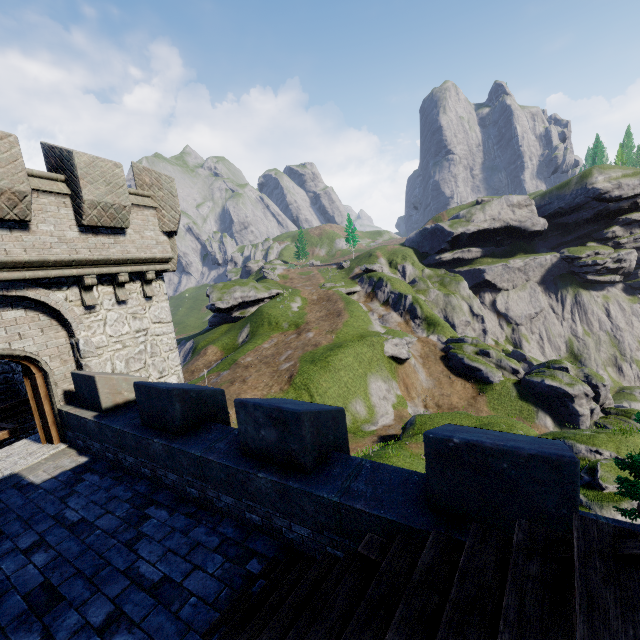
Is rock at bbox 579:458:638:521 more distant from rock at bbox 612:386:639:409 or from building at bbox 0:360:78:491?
rock at bbox 612:386:639:409

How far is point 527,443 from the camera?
3.3m

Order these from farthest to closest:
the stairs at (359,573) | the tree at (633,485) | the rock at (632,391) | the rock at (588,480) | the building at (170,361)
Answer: the rock at (632,391) → the rock at (588,480) → the tree at (633,485) → the building at (170,361) → the stairs at (359,573)

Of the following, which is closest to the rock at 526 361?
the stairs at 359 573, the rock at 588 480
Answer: the rock at 588 480

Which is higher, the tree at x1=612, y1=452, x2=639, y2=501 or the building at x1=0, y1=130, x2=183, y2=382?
the building at x1=0, y1=130, x2=183, y2=382

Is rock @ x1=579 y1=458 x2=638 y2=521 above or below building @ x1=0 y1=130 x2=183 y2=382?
below

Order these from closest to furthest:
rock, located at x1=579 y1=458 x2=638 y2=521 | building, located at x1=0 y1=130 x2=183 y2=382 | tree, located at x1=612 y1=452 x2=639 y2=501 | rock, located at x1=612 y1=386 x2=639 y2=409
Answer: building, located at x1=0 y1=130 x2=183 y2=382 → tree, located at x1=612 y1=452 x2=639 y2=501 → rock, located at x1=579 y1=458 x2=638 y2=521 → rock, located at x1=612 y1=386 x2=639 y2=409

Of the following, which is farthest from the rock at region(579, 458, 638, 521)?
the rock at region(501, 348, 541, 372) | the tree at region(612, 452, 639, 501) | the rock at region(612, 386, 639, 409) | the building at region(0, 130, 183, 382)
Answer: the rock at region(612, 386, 639, 409)
